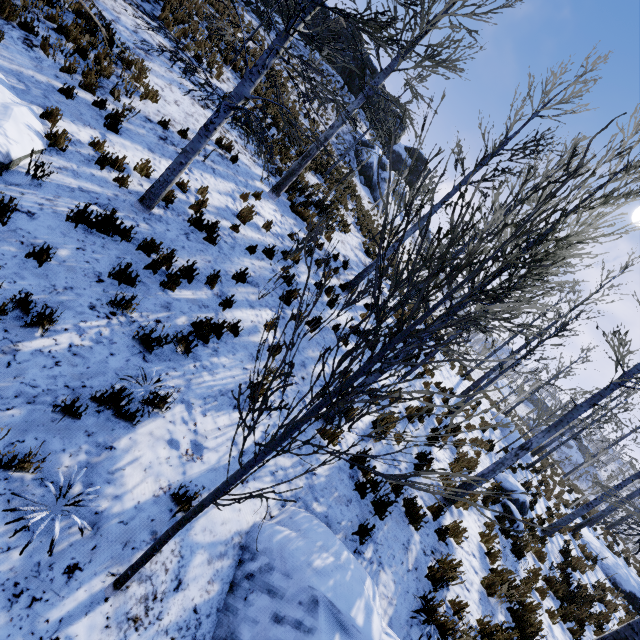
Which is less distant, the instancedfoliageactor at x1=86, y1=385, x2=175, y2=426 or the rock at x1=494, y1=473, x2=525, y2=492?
the instancedfoliageactor at x1=86, y1=385, x2=175, y2=426

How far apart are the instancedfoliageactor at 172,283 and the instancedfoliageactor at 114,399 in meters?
2.1

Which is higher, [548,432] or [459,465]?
[548,432]

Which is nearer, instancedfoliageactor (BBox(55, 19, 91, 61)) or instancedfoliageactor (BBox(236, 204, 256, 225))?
instancedfoliageactor (BBox(55, 19, 91, 61))

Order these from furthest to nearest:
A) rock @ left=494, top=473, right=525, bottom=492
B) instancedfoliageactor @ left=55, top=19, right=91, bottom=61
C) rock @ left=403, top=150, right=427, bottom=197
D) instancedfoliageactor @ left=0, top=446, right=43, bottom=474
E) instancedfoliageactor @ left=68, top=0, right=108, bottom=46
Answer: rock @ left=403, top=150, right=427, bottom=197
rock @ left=494, top=473, right=525, bottom=492
instancedfoliageactor @ left=55, top=19, right=91, bottom=61
instancedfoliageactor @ left=0, top=446, right=43, bottom=474
instancedfoliageactor @ left=68, top=0, right=108, bottom=46

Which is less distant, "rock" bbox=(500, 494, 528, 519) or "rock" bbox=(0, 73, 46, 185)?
"rock" bbox=(0, 73, 46, 185)

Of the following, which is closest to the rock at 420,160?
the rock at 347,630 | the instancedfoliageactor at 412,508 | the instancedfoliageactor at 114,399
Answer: the instancedfoliageactor at 114,399

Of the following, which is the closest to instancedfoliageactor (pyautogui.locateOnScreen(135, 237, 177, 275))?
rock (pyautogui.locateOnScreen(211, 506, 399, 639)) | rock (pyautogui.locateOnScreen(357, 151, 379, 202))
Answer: rock (pyautogui.locateOnScreen(211, 506, 399, 639))
